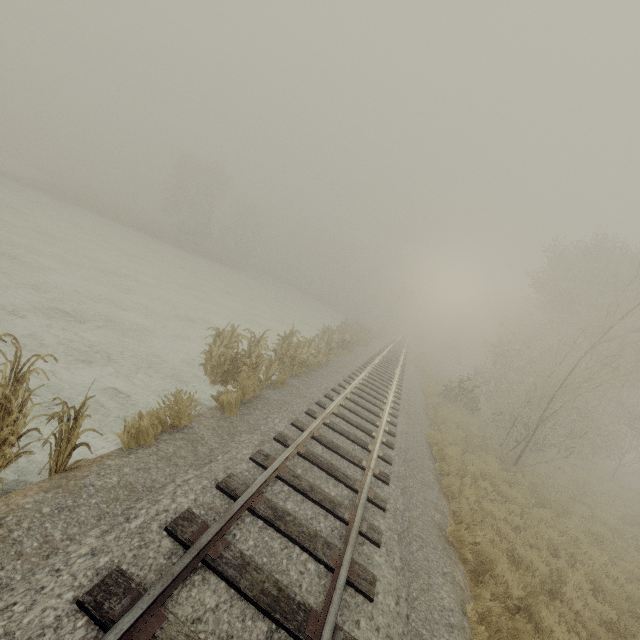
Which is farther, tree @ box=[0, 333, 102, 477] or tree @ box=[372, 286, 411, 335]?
tree @ box=[372, 286, 411, 335]

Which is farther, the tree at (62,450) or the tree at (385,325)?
the tree at (385,325)

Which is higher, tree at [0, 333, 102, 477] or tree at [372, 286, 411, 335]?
tree at [372, 286, 411, 335]

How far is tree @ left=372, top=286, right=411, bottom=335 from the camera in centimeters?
4850cm

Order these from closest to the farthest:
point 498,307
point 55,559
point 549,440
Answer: point 55,559 < point 549,440 < point 498,307

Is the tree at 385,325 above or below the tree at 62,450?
above
